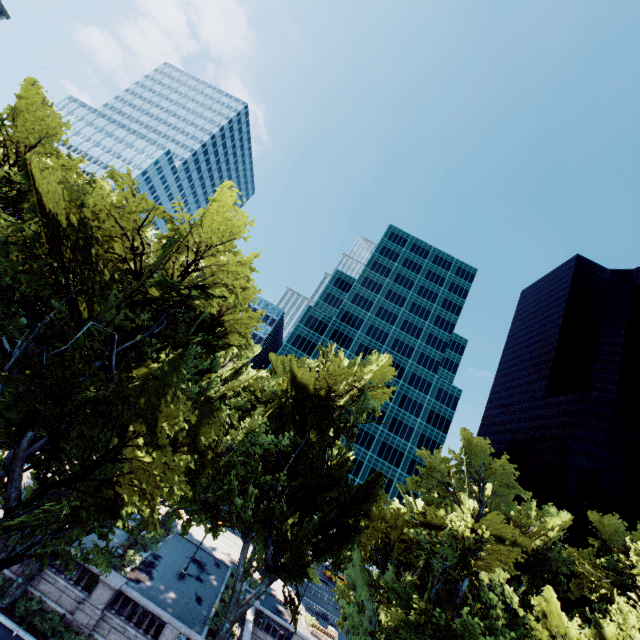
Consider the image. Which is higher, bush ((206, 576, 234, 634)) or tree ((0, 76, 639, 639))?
tree ((0, 76, 639, 639))

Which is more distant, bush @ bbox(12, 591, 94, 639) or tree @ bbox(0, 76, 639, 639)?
bush @ bbox(12, 591, 94, 639)

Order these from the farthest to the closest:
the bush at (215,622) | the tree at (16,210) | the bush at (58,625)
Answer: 1. the bush at (215,622)
2. the bush at (58,625)
3. the tree at (16,210)

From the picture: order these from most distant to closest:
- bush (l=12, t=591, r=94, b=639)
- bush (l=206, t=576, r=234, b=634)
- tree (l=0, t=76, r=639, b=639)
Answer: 1. bush (l=206, t=576, r=234, b=634)
2. bush (l=12, t=591, r=94, b=639)
3. tree (l=0, t=76, r=639, b=639)

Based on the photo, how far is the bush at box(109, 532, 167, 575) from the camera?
25.2m

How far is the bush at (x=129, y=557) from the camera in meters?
25.2 m

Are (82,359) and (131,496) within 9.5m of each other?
yes

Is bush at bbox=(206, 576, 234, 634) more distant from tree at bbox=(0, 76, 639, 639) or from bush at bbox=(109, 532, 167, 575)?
bush at bbox=(109, 532, 167, 575)
